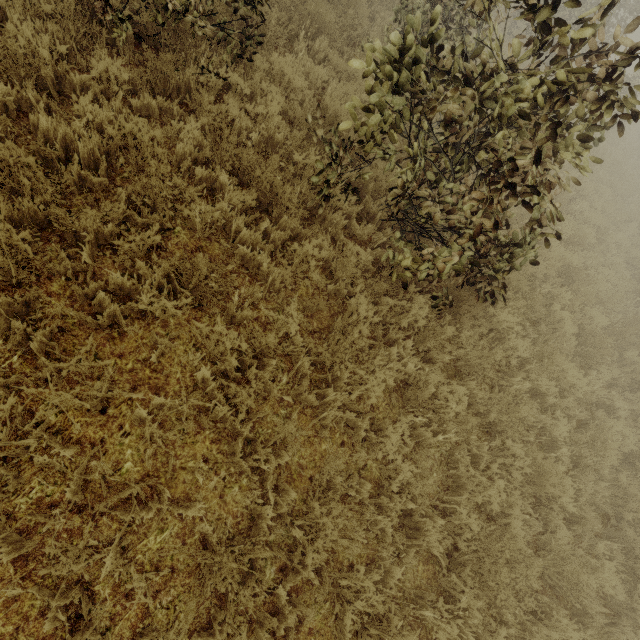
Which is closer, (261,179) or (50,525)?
(50,525)
